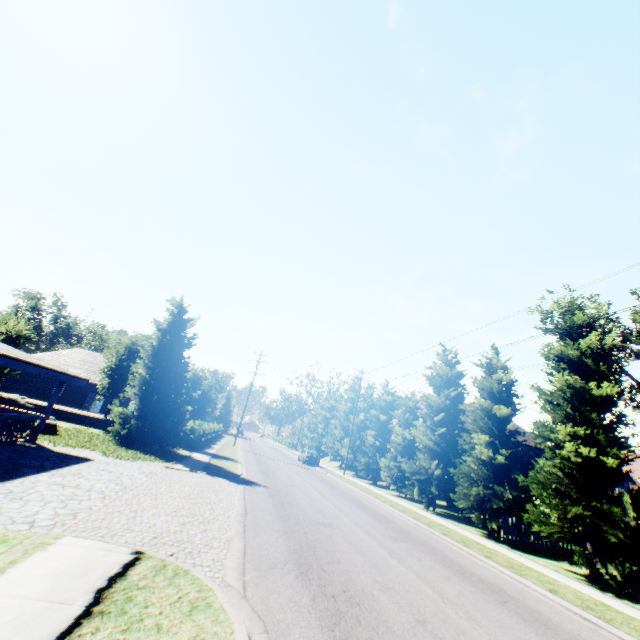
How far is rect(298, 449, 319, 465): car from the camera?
37.7m

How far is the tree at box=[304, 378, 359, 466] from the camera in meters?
42.8

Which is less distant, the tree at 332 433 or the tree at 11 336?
the tree at 11 336

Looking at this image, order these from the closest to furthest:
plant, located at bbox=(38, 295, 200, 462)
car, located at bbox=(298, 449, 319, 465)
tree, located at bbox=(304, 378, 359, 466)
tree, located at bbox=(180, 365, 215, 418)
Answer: plant, located at bbox=(38, 295, 200, 462), tree, located at bbox=(180, 365, 215, 418), car, located at bbox=(298, 449, 319, 465), tree, located at bbox=(304, 378, 359, 466)

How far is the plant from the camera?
16.3 meters

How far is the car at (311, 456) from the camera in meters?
37.7

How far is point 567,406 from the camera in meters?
13.9

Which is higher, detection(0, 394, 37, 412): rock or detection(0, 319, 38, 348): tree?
detection(0, 319, 38, 348): tree
